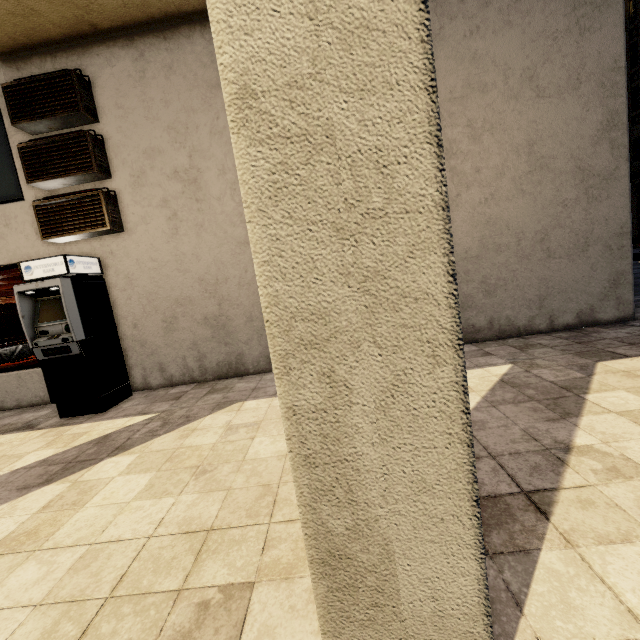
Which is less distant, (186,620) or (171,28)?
(186,620)

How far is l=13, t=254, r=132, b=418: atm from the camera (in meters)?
4.78

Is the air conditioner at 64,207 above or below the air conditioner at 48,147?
below

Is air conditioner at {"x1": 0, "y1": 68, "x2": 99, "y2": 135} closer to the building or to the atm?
the building

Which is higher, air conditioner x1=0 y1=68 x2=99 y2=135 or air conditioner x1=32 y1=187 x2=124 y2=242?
air conditioner x1=0 y1=68 x2=99 y2=135

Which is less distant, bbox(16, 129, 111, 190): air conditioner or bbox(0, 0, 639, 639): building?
bbox(0, 0, 639, 639): building

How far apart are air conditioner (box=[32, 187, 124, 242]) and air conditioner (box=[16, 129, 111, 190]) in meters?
0.2 m

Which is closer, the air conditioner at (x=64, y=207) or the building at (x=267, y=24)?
the building at (x=267, y=24)
